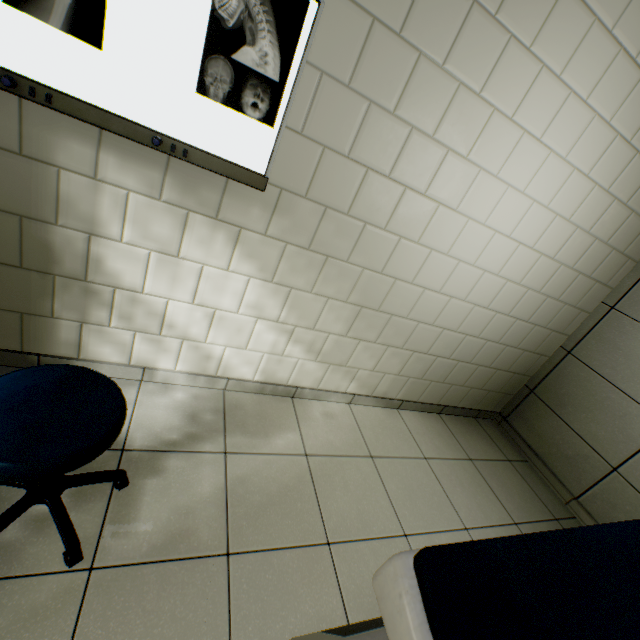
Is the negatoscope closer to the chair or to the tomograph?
the chair

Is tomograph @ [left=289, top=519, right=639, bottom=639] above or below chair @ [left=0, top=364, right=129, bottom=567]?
above

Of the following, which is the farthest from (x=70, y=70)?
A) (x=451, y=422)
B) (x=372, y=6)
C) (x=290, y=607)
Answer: (x=451, y=422)

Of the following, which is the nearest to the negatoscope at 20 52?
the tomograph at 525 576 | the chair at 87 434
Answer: the chair at 87 434

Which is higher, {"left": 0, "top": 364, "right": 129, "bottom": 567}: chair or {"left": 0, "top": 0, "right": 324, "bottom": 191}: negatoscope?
{"left": 0, "top": 0, "right": 324, "bottom": 191}: negatoscope

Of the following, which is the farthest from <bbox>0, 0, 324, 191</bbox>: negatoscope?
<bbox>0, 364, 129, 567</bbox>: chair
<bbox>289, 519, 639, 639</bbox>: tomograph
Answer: <bbox>289, 519, 639, 639</bbox>: tomograph

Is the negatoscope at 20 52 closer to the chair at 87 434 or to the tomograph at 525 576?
the chair at 87 434

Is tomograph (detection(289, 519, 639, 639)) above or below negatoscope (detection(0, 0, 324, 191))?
below
